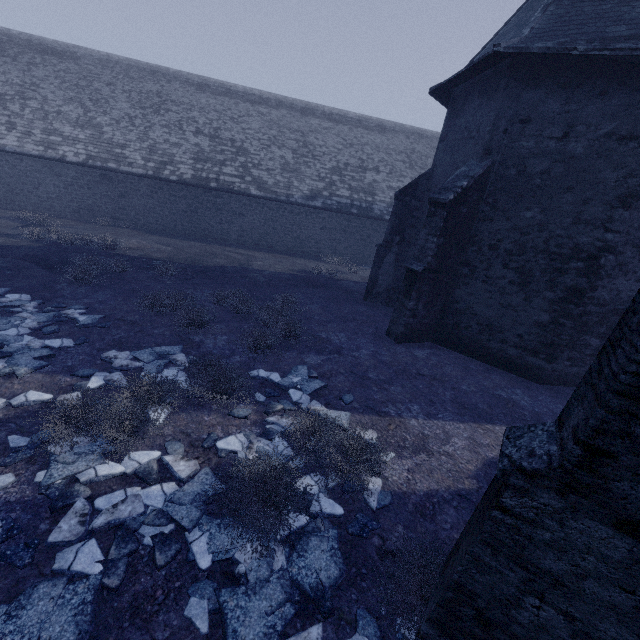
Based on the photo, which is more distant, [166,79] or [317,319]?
[166,79]

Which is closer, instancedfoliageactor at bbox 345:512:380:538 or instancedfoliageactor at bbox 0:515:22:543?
instancedfoliageactor at bbox 0:515:22:543

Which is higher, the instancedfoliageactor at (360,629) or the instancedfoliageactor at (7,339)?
the instancedfoliageactor at (7,339)

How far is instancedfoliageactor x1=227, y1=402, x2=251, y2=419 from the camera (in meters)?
5.34

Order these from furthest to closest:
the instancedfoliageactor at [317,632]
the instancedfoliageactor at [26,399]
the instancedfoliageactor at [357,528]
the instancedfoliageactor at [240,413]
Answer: the instancedfoliageactor at [240,413] < the instancedfoliageactor at [26,399] < the instancedfoliageactor at [357,528] < the instancedfoliageactor at [317,632]

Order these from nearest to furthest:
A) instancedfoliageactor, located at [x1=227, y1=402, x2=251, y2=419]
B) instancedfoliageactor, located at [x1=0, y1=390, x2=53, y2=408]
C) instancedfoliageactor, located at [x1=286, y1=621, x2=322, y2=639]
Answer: instancedfoliageactor, located at [x1=286, y1=621, x2=322, y2=639] → instancedfoliageactor, located at [x1=0, y1=390, x2=53, y2=408] → instancedfoliageactor, located at [x1=227, y1=402, x2=251, y2=419]
